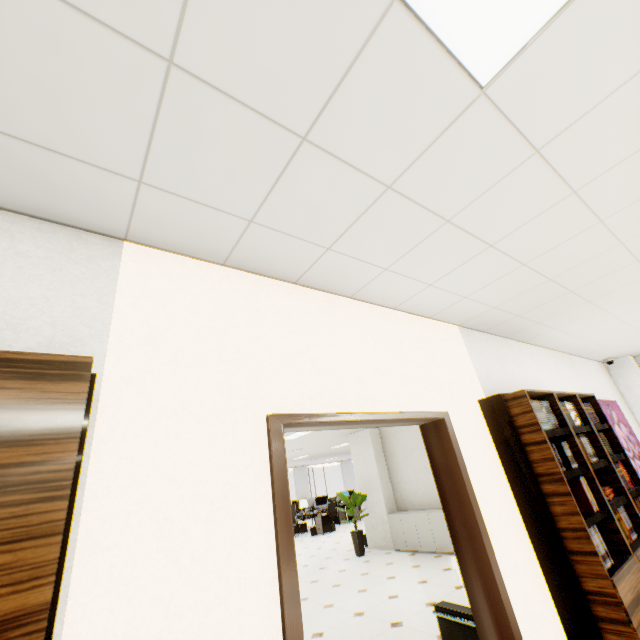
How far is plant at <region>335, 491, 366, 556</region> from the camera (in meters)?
8.18

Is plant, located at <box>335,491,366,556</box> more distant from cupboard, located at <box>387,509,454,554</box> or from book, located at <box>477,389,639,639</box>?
book, located at <box>477,389,639,639</box>

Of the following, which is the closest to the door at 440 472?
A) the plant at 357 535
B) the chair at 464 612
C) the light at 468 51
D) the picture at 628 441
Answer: the chair at 464 612

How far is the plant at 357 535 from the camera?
8.2 meters

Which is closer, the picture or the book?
the book

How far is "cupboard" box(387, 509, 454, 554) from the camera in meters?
7.1

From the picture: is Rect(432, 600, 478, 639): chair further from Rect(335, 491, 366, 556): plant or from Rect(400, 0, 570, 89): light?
Rect(335, 491, 366, 556): plant

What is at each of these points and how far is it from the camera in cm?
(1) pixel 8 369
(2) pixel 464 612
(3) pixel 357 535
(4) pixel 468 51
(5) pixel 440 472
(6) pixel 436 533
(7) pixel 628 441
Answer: (1) cupboard, 81
(2) chair, 273
(3) plant, 825
(4) light, 110
(5) door, 240
(6) cupboard, 719
(7) picture, 471
